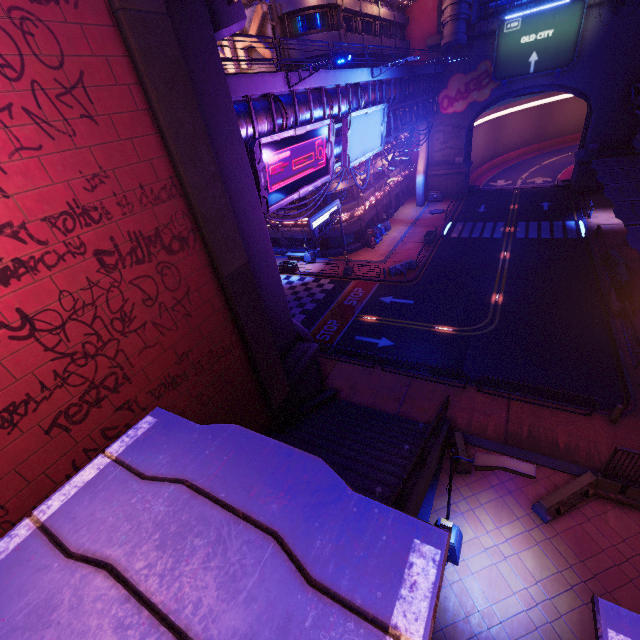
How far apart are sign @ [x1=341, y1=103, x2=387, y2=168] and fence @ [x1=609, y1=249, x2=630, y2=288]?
19.4 meters

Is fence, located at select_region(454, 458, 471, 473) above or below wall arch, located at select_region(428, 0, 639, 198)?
below

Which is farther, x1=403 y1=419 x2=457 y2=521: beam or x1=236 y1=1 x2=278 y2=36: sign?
x1=236 y1=1 x2=278 y2=36: sign

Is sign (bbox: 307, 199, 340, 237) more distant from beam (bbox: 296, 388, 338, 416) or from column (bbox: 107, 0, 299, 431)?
column (bbox: 107, 0, 299, 431)

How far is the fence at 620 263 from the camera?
21.91m

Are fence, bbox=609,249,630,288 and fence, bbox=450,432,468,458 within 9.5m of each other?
no

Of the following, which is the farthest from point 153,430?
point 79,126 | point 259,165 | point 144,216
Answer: point 259,165

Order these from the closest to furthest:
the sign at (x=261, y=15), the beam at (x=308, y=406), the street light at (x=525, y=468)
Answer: the street light at (x=525, y=468)
the beam at (x=308, y=406)
the sign at (x=261, y=15)
